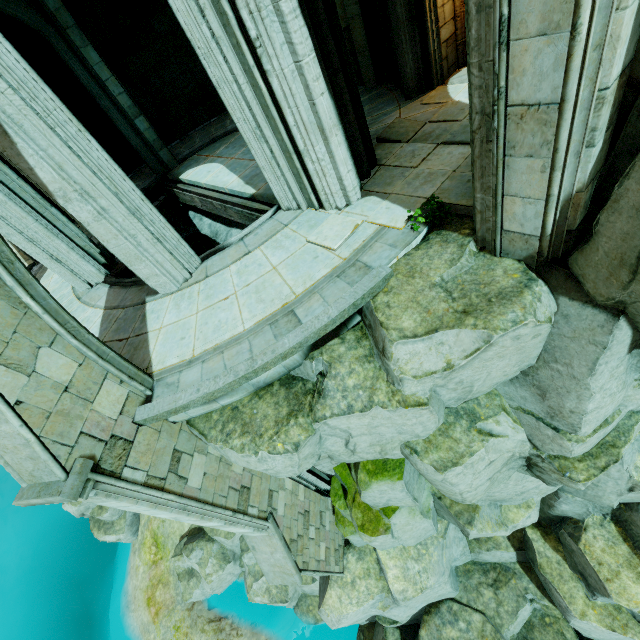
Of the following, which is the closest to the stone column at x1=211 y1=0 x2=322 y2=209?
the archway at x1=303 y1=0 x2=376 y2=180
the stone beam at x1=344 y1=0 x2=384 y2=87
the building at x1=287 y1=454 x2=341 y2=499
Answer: the archway at x1=303 y1=0 x2=376 y2=180

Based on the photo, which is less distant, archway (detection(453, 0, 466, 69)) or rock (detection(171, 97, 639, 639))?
rock (detection(171, 97, 639, 639))

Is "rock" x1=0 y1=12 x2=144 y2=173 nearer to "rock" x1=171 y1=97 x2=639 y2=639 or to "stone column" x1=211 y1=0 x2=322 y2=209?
"rock" x1=171 y1=97 x2=639 y2=639

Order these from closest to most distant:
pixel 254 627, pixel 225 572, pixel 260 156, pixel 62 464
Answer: pixel 62 464 < pixel 260 156 < pixel 254 627 < pixel 225 572

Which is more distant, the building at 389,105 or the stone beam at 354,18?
the stone beam at 354,18

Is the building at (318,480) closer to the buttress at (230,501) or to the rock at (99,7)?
the buttress at (230,501)

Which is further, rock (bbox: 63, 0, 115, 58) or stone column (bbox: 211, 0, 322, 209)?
rock (bbox: 63, 0, 115, 58)

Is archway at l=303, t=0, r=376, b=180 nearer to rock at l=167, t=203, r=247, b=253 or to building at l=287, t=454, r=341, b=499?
building at l=287, t=454, r=341, b=499
